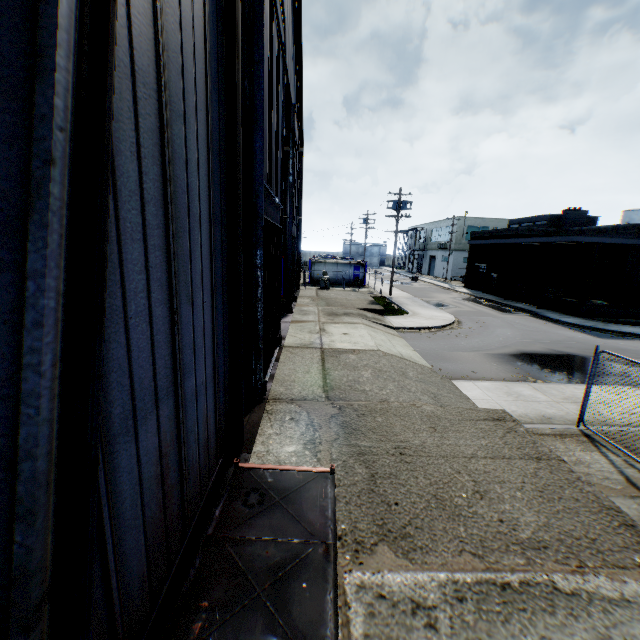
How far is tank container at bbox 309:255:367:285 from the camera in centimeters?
3806cm

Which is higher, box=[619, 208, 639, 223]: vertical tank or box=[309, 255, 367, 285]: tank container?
box=[619, 208, 639, 223]: vertical tank

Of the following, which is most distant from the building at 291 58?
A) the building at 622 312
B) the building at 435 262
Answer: the building at 435 262

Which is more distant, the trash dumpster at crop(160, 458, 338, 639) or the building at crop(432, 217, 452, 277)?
the building at crop(432, 217, 452, 277)

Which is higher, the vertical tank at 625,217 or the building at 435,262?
the vertical tank at 625,217

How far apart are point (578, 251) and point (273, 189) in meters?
31.9 m

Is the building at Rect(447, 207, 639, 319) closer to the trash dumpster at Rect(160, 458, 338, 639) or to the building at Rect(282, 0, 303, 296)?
the building at Rect(282, 0, 303, 296)

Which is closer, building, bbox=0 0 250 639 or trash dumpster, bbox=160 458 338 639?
building, bbox=0 0 250 639
